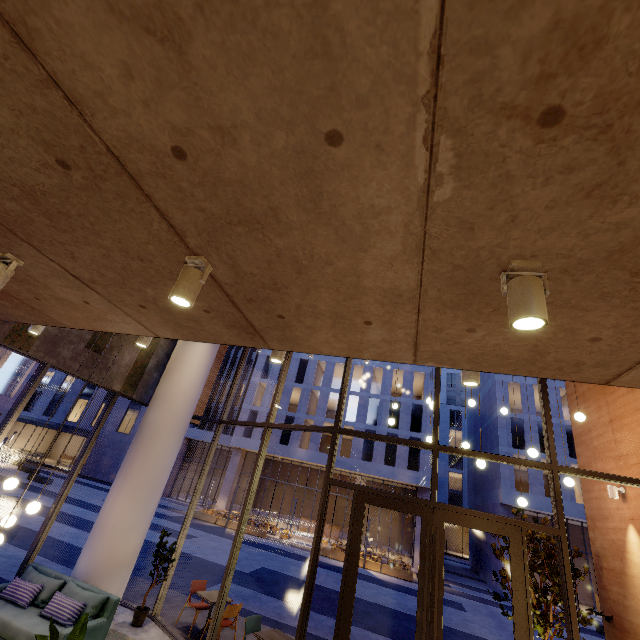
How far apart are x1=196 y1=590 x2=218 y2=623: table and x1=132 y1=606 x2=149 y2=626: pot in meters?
1.0 m

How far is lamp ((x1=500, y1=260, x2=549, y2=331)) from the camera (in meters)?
1.49

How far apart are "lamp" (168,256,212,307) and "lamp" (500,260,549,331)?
1.8 meters

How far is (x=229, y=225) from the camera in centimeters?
187cm

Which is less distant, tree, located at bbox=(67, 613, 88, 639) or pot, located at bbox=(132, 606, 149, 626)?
tree, located at bbox=(67, 613, 88, 639)

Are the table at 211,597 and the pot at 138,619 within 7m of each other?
yes

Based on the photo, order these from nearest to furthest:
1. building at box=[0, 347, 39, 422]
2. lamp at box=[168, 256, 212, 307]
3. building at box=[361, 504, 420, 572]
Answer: lamp at box=[168, 256, 212, 307] → building at box=[0, 347, 39, 422] → building at box=[361, 504, 420, 572]

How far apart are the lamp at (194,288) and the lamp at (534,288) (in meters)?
1.82
